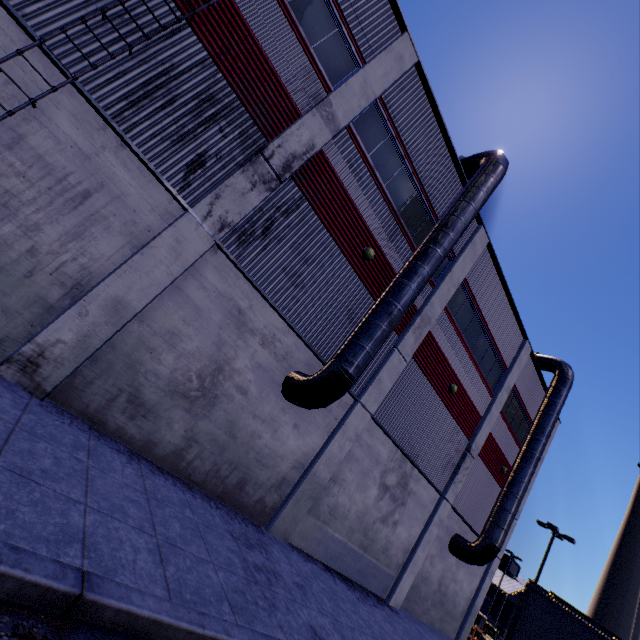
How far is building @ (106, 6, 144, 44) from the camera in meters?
6.6 m

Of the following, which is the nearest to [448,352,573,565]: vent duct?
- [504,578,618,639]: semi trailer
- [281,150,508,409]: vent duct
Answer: [504,578,618,639]: semi trailer

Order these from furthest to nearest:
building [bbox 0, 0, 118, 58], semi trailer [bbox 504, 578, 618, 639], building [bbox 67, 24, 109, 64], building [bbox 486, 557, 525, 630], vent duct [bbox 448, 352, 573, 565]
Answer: building [bbox 486, 557, 525, 630] < vent duct [bbox 448, 352, 573, 565] < semi trailer [bbox 504, 578, 618, 639] < building [bbox 67, 24, 109, 64] < building [bbox 0, 0, 118, 58]

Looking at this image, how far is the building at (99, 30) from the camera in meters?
6.4

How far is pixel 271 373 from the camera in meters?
9.5 m

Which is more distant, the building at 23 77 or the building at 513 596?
the building at 513 596

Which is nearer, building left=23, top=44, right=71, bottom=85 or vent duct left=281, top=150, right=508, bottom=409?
building left=23, top=44, right=71, bottom=85

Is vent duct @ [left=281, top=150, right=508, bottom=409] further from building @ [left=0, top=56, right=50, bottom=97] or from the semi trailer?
the semi trailer
